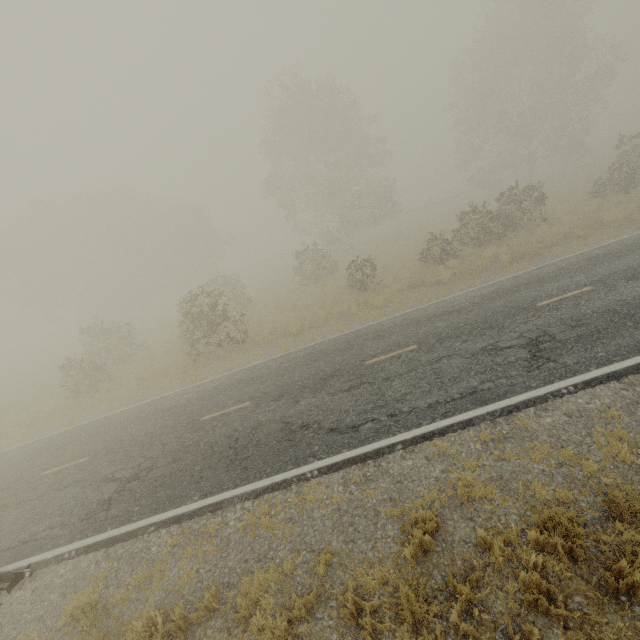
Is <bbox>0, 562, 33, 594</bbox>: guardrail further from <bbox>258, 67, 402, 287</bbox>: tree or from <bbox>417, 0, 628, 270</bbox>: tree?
<bbox>417, 0, 628, 270</bbox>: tree

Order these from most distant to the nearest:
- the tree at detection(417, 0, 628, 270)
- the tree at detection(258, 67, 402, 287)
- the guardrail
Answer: the tree at detection(258, 67, 402, 287)
the tree at detection(417, 0, 628, 270)
the guardrail

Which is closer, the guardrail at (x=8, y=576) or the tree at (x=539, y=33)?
the guardrail at (x=8, y=576)

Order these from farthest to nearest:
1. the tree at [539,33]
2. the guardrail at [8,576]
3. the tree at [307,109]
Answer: the tree at [307,109], the tree at [539,33], the guardrail at [8,576]

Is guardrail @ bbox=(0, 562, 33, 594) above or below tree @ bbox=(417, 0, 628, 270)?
below

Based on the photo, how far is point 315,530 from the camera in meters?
5.9

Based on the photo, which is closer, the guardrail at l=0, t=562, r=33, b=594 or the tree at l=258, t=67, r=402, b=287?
the guardrail at l=0, t=562, r=33, b=594

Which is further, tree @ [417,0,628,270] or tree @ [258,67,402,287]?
tree @ [258,67,402,287]
